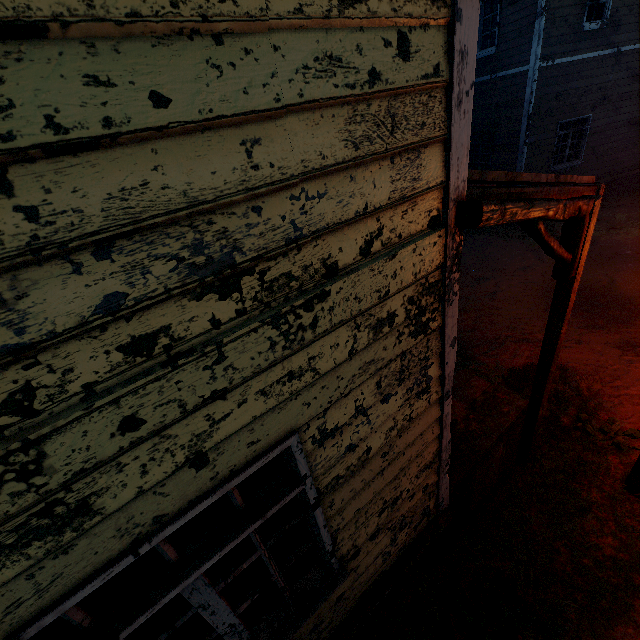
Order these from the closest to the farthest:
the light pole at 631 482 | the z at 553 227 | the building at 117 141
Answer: the building at 117 141 → the light pole at 631 482 → the z at 553 227

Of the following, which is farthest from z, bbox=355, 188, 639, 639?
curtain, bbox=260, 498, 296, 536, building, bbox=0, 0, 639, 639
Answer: curtain, bbox=260, 498, 296, 536

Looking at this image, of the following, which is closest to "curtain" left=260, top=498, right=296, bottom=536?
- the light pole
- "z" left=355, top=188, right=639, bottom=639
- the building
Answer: the building

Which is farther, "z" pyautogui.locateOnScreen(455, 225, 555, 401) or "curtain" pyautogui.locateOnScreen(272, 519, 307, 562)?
"z" pyautogui.locateOnScreen(455, 225, 555, 401)

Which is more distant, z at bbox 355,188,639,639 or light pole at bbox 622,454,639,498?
light pole at bbox 622,454,639,498

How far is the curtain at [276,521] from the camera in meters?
1.9 m

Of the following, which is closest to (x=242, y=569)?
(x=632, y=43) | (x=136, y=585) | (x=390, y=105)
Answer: (x=136, y=585)
